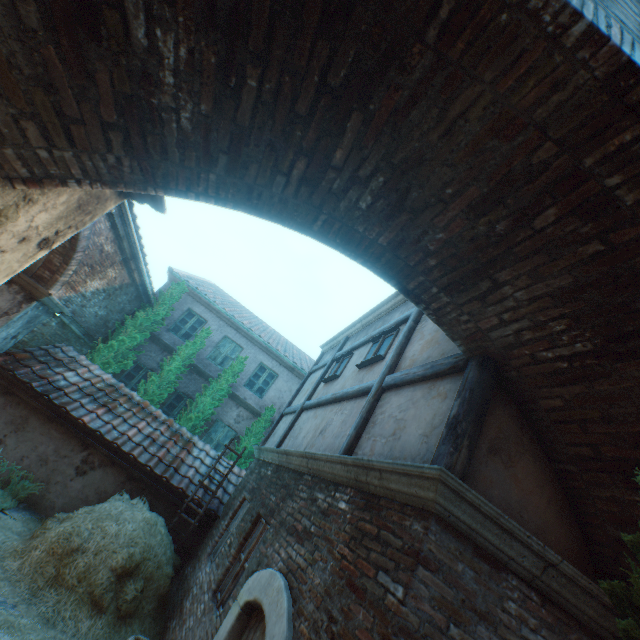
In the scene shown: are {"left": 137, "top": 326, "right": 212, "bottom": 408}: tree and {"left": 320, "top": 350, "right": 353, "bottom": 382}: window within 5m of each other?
no

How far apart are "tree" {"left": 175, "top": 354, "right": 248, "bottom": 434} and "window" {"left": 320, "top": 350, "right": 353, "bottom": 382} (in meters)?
5.75

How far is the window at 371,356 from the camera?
5.91m

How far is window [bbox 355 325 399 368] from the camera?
5.9 meters

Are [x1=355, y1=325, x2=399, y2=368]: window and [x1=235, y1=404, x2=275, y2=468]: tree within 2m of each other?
no

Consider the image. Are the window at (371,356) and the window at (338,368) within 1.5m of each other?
yes

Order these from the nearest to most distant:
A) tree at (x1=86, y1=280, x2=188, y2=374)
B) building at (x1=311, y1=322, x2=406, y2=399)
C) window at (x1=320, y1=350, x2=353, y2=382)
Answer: building at (x1=311, y1=322, x2=406, y2=399)
window at (x1=320, y1=350, x2=353, y2=382)
tree at (x1=86, y1=280, x2=188, y2=374)

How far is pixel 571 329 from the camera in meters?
2.4 m
